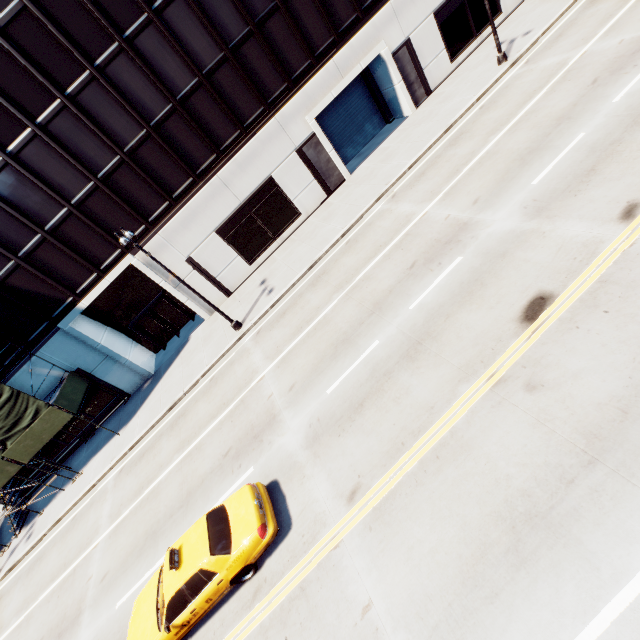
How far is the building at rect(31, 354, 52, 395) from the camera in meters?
19.3 m

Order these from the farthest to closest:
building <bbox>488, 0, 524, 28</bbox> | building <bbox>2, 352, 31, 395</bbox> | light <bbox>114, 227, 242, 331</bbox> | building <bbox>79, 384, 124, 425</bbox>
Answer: building <bbox>488, 0, 524, 28</bbox> < building <bbox>79, 384, 124, 425</bbox> < building <bbox>2, 352, 31, 395</bbox> < light <bbox>114, 227, 242, 331</bbox>

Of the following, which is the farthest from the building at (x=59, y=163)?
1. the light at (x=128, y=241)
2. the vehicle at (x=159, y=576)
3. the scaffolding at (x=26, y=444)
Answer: the vehicle at (x=159, y=576)

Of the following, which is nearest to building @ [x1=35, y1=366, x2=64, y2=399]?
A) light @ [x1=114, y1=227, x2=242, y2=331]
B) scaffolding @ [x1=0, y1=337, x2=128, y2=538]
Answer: scaffolding @ [x1=0, y1=337, x2=128, y2=538]

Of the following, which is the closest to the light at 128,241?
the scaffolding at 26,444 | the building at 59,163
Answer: the building at 59,163

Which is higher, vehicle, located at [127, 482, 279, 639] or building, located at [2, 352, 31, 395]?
building, located at [2, 352, 31, 395]

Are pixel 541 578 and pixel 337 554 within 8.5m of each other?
yes

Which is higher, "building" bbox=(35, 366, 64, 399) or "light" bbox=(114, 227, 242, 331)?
"light" bbox=(114, 227, 242, 331)
